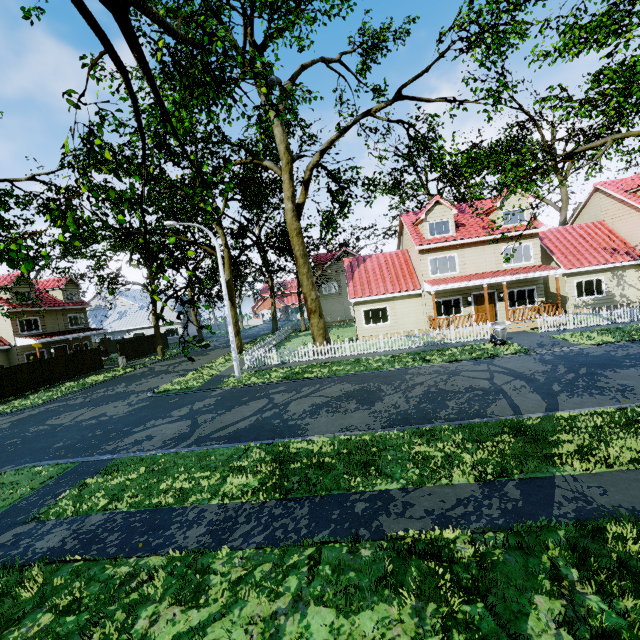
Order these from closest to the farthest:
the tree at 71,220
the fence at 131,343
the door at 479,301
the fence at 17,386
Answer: the tree at 71,220 → the fence at 17,386 → the door at 479,301 → the fence at 131,343

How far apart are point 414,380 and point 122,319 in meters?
45.9

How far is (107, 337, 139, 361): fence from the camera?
32.8m

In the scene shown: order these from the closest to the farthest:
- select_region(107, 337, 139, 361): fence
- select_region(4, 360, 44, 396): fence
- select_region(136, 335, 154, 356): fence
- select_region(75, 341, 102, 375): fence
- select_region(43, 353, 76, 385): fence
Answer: select_region(4, 360, 44, 396): fence
select_region(43, 353, 76, 385): fence
select_region(75, 341, 102, 375): fence
select_region(107, 337, 139, 361): fence
select_region(136, 335, 154, 356): fence

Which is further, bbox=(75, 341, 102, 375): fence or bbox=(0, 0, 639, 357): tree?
bbox=(75, 341, 102, 375): fence

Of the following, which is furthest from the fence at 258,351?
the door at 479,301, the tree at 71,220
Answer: the door at 479,301

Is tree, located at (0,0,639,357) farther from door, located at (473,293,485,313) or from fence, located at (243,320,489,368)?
door, located at (473,293,485,313)
